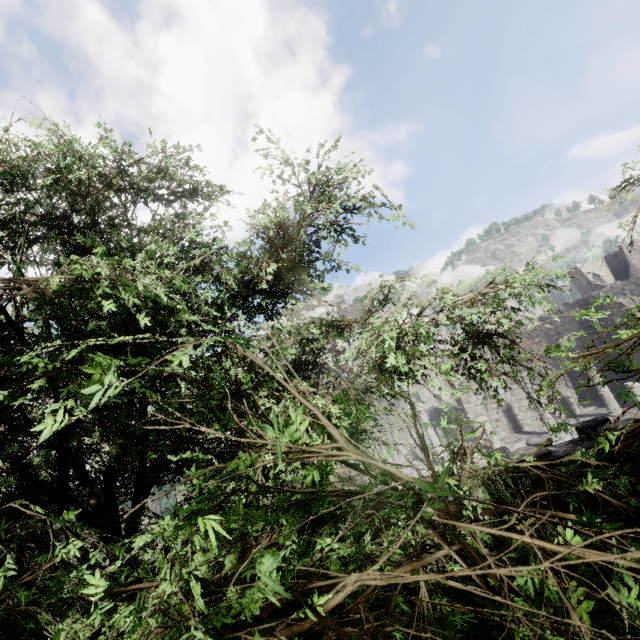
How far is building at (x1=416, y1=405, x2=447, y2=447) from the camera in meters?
21.8 m

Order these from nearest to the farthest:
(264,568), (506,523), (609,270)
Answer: (264,568) < (506,523) < (609,270)

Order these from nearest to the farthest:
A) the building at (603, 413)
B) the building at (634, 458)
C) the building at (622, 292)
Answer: the building at (634, 458)
the building at (603, 413)
the building at (622, 292)

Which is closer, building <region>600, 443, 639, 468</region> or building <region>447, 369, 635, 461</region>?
building <region>600, 443, 639, 468</region>

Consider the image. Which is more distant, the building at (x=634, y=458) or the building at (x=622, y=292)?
the building at (x=622, y=292)

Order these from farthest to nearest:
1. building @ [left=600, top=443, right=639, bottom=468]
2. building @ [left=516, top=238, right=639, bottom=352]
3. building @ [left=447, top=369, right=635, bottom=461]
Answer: building @ [left=516, top=238, right=639, bottom=352] < building @ [left=447, top=369, right=635, bottom=461] < building @ [left=600, top=443, right=639, bottom=468]
